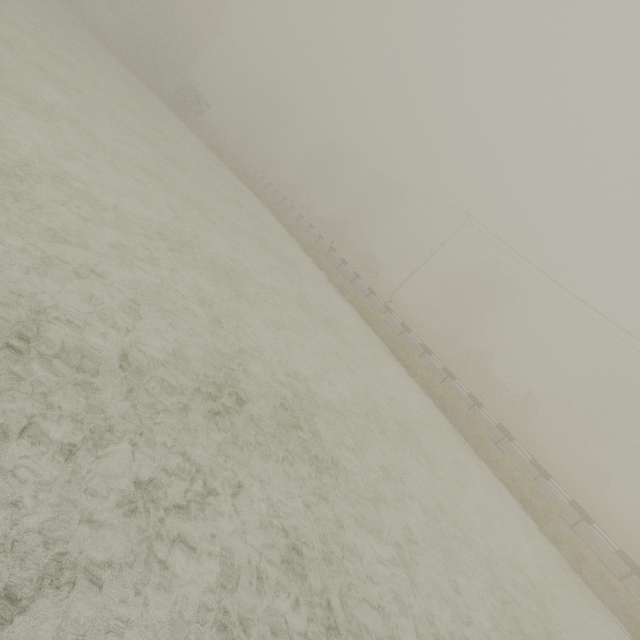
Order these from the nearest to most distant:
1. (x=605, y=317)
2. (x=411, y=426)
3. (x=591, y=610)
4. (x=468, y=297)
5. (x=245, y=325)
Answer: (x=245, y=325), (x=591, y=610), (x=411, y=426), (x=605, y=317), (x=468, y=297)
